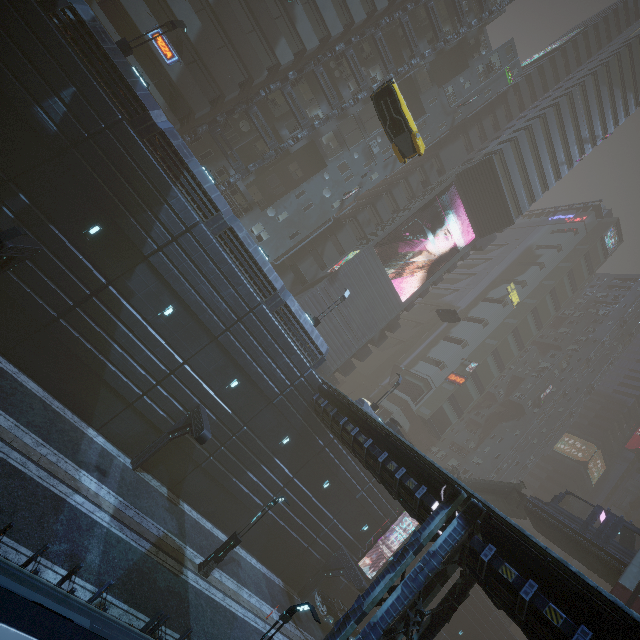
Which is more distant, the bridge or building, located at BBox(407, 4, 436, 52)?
building, located at BBox(407, 4, 436, 52)

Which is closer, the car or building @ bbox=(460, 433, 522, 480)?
the car

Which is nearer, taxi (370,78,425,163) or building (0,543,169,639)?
building (0,543,169,639)

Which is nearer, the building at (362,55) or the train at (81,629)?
the train at (81,629)

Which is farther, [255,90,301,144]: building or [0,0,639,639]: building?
[255,90,301,144]: building

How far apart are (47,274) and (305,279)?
24.59m

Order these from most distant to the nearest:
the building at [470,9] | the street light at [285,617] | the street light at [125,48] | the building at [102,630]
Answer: the building at [470,9], the street light at [125,48], the street light at [285,617], the building at [102,630]

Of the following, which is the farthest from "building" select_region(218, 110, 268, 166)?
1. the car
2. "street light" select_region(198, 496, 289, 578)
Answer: "street light" select_region(198, 496, 289, 578)
